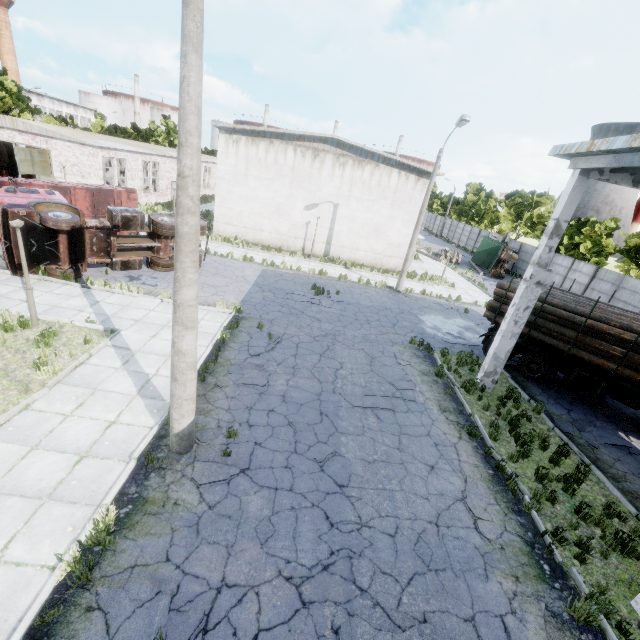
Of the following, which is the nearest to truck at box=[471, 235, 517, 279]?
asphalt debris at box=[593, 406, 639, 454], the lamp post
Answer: asphalt debris at box=[593, 406, 639, 454]

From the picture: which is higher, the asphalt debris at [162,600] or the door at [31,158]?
the door at [31,158]

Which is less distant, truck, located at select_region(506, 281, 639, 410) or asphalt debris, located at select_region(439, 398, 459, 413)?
asphalt debris, located at select_region(439, 398, 459, 413)

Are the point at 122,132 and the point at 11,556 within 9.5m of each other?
no

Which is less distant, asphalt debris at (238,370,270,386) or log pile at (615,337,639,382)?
asphalt debris at (238,370,270,386)

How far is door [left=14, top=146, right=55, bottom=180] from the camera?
22.9 meters

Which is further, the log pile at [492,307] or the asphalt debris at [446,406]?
the log pile at [492,307]

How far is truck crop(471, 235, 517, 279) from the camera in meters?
32.8
